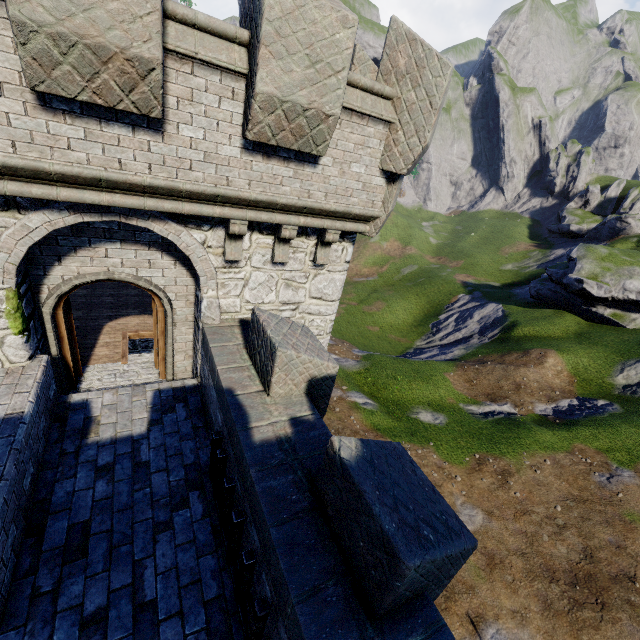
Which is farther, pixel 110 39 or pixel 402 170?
pixel 402 170
